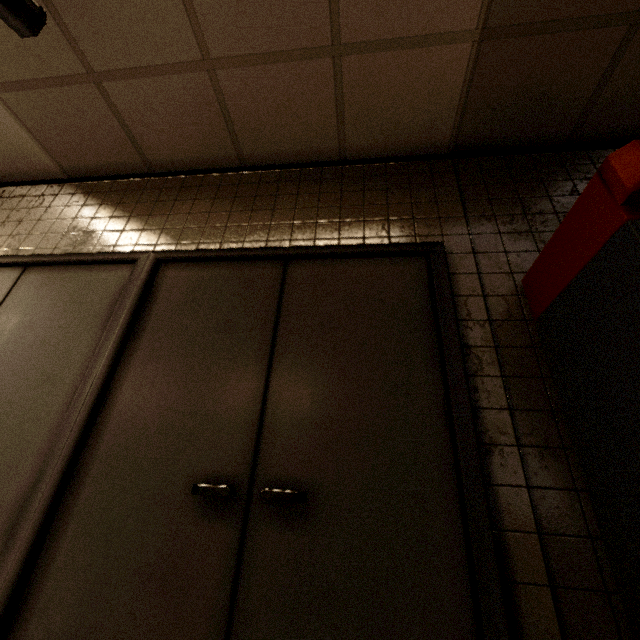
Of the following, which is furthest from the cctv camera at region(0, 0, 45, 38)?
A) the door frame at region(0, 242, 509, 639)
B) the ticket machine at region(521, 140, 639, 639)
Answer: the ticket machine at region(521, 140, 639, 639)

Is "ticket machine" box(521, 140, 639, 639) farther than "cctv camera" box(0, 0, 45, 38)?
No

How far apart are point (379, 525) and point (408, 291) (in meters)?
1.06

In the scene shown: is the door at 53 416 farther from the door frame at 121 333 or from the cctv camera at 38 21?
the cctv camera at 38 21

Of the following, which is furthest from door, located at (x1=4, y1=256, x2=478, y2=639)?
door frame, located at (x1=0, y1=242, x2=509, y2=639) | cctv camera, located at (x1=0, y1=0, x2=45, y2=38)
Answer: cctv camera, located at (x1=0, y1=0, x2=45, y2=38)

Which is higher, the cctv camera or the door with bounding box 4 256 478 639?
the cctv camera

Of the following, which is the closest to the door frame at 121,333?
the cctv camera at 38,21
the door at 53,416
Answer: the door at 53,416

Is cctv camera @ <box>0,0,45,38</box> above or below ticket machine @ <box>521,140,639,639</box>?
above
